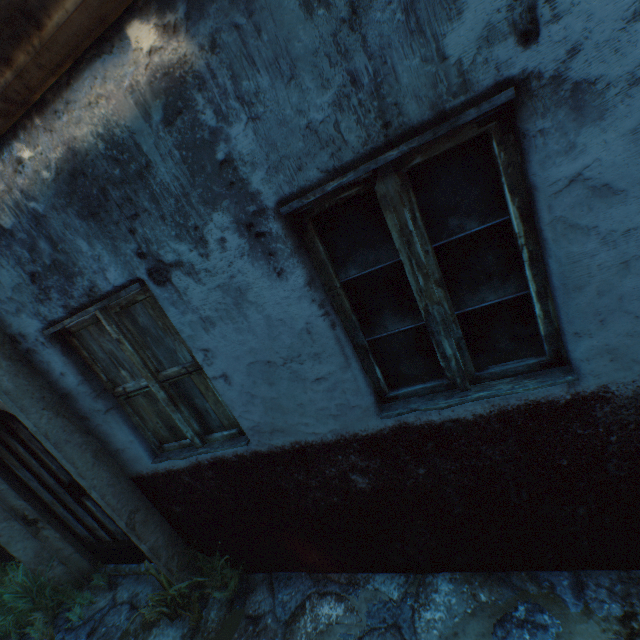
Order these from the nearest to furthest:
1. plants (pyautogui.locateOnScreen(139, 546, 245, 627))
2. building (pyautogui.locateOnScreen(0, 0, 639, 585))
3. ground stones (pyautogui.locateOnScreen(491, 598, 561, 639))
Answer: building (pyautogui.locateOnScreen(0, 0, 639, 585))
ground stones (pyautogui.locateOnScreen(491, 598, 561, 639))
plants (pyautogui.locateOnScreen(139, 546, 245, 627))

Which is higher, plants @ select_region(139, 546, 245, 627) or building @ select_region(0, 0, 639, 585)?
building @ select_region(0, 0, 639, 585)

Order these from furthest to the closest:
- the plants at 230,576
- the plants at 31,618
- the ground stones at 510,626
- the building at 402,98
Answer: the plants at 31,618 < the plants at 230,576 < the ground stones at 510,626 < the building at 402,98

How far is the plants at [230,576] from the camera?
2.84m

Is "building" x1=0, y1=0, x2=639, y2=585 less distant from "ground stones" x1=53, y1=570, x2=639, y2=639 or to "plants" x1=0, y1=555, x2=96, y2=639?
"ground stones" x1=53, y1=570, x2=639, y2=639

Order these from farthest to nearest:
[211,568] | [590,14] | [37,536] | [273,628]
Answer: [37,536]
[211,568]
[273,628]
[590,14]

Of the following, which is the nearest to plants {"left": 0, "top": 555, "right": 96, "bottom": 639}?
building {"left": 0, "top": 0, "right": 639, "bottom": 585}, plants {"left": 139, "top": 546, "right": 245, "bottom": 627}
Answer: plants {"left": 139, "top": 546, "right": 245, "bottom": 627}

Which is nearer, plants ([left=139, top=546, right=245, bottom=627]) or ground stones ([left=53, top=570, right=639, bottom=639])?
ground stones ([left=53, top=570, right=639, bottom=639])
